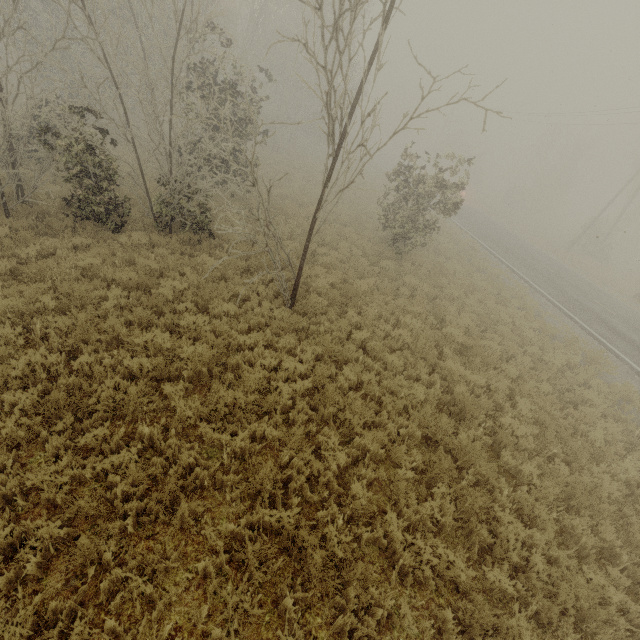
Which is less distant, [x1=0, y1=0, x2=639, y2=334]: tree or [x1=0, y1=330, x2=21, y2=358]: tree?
[x1=0, y1=330, x2=21, y2=358]: tree

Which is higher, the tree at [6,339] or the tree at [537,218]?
the tree at [537,218]

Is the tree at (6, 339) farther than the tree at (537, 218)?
No

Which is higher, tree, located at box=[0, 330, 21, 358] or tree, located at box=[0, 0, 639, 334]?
tree, located at box=[0, 0, 639, 334]

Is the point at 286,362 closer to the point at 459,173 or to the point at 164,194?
the point at 164,194
